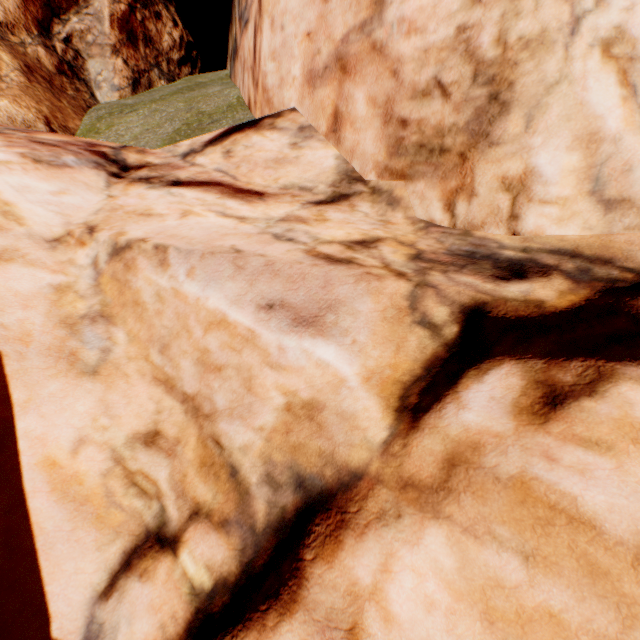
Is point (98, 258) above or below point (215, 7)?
below
